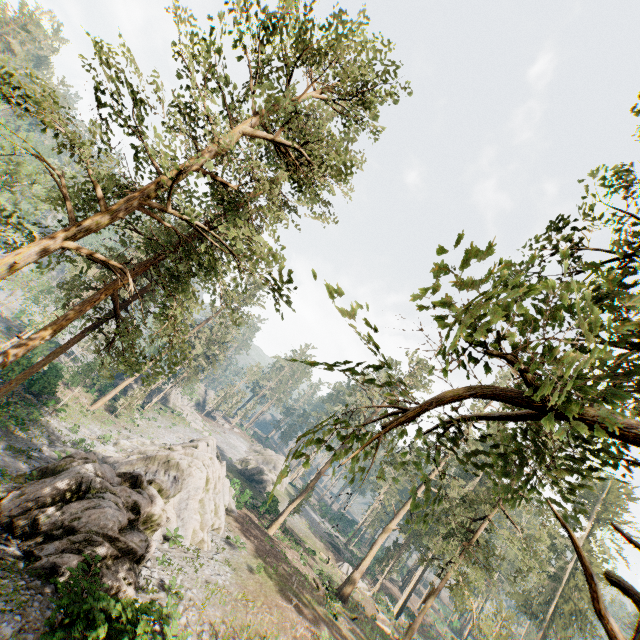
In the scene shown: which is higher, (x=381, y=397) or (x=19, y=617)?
(x=381, y=397)

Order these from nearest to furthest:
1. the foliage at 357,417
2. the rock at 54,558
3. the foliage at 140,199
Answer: the foliage at 357,417 < the foliage at 140,199 < the rock at 54,558

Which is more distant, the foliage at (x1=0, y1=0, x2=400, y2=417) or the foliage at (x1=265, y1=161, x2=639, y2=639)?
the foliage at (x1=0, y1=0, x2=400, y2=417)

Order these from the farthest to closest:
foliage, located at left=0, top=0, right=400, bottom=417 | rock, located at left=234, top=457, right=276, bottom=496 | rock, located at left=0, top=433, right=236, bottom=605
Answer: rock, located at left=234, top=457, right=276, bottom=496 → rock, located at left=0, top=433, right=236, bottom=605 → foliage, located at left=0, top=0, right=400, bottom=417

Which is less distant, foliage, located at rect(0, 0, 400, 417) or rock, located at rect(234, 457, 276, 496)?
foliage, located at rect(0, 0, 400, 417)

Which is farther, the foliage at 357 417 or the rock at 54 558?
the rock at 54 558

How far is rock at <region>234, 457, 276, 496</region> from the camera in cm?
5291
